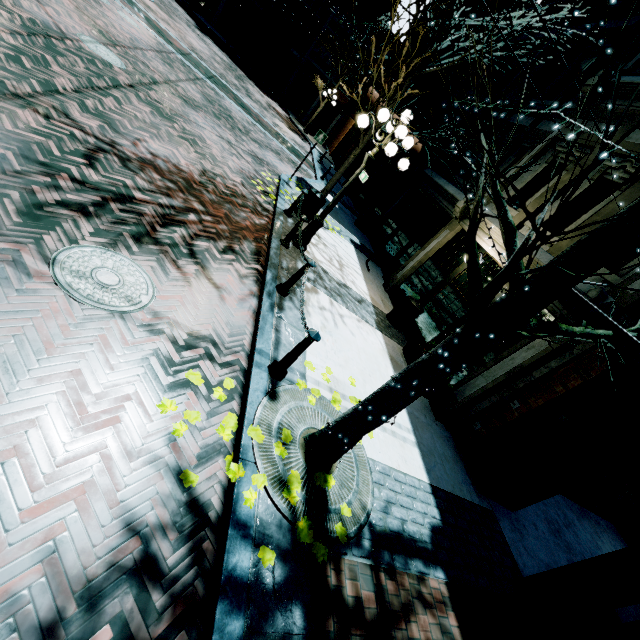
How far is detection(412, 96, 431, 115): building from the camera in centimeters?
1630cm

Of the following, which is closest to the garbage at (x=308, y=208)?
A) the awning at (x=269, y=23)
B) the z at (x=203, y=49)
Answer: the z at (x=203, y=49)

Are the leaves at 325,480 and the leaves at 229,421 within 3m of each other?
yes

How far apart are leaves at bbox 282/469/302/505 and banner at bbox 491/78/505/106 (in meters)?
12.15

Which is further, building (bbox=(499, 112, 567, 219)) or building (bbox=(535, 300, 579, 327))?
building (bbox=(499, 112, 567, 219))

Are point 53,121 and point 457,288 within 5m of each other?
no

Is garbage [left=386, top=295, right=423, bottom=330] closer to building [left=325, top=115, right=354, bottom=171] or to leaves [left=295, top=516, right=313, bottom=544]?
building [left=325, top=115, right=354, bottom=171]
